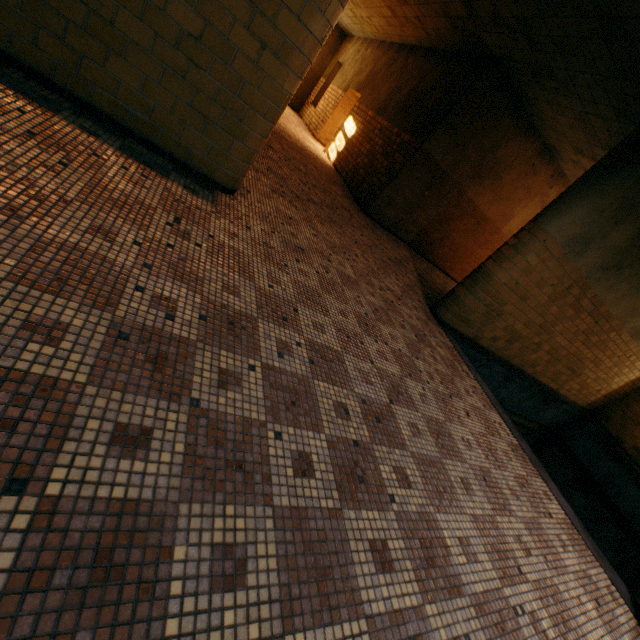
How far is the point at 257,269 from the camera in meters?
2.7
